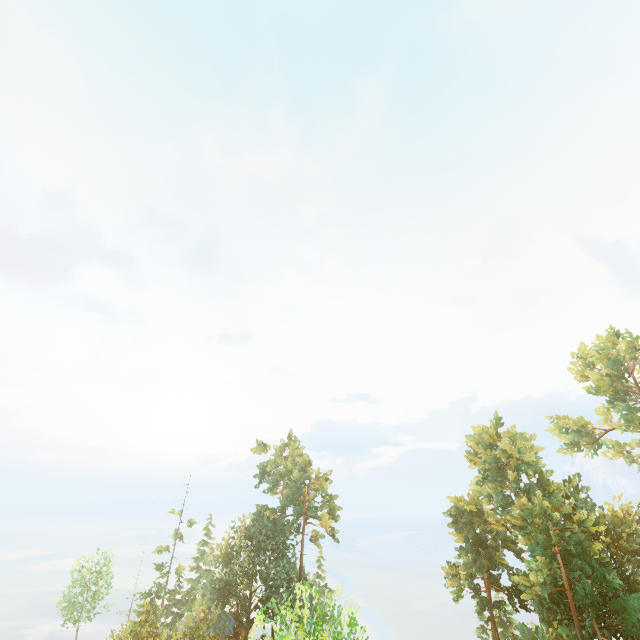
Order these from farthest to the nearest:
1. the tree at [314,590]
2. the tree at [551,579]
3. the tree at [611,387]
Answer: the tree at [611,387]
the tree at [551,579]
the tree at [314,590]

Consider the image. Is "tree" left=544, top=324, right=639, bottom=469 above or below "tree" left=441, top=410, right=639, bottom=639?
above

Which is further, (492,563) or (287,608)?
(492,563)

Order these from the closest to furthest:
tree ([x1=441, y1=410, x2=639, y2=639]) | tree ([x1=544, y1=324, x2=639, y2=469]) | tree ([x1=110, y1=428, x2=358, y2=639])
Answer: tree ([x1=110, y1=428, x2=358, y2=639]) < tree ([x1=441, y1=410, x2=639, y2=639]) < tree ([x1=544, y1=324, x2=639, y2=469])

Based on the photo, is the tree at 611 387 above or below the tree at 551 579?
above

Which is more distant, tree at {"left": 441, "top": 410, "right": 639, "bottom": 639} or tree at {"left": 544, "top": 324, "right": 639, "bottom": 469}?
tree at {"left": 544, "top": 324, "right": 639, "bottom": 469}
